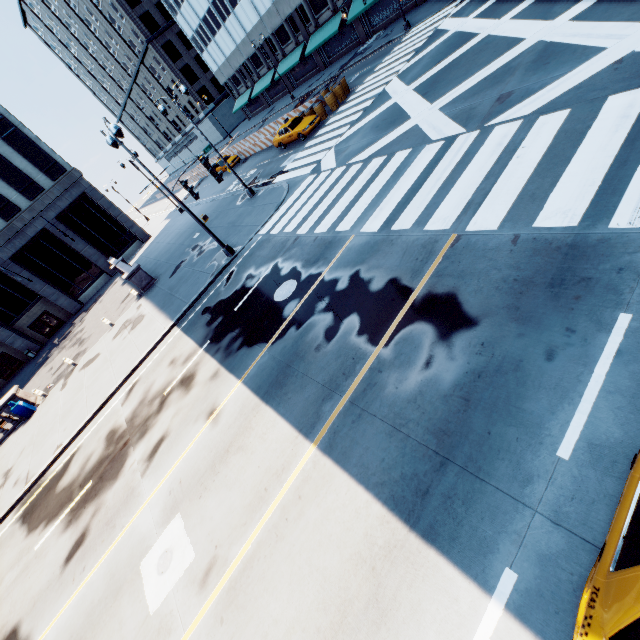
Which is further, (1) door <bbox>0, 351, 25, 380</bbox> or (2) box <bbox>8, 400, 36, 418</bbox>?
(1) door <bbox>0, 351, 25, 380</bbox>

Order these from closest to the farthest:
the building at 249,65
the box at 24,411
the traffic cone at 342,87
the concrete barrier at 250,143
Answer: the box at 24,411, the traffic cone at 342,87, the concrete barrier at 250,143, the building at 249,65

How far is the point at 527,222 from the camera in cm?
714

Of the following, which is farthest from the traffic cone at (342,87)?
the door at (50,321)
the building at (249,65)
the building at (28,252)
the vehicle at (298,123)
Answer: the door at (50,321)

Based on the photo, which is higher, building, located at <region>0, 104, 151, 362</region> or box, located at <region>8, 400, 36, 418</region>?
building, located at <region>0, 104, 151, 362</region>

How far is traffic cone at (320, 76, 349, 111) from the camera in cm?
2473

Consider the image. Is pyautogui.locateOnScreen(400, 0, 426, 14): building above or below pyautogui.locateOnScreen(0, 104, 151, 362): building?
below

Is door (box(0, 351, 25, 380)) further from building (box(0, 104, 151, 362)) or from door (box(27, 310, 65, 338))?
door (box(27, 310, 65, 338))
